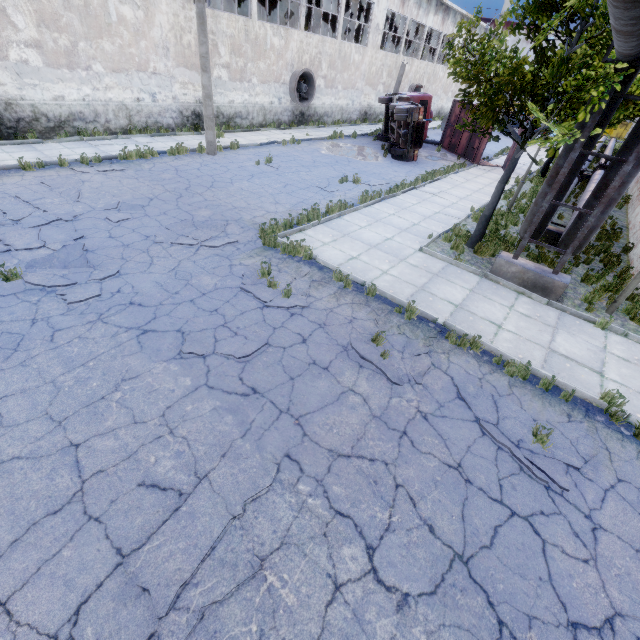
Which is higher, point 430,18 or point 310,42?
point 430,18

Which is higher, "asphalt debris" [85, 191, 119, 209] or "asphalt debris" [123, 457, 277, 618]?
"asphalt debris" [85, 191, 119, 209]

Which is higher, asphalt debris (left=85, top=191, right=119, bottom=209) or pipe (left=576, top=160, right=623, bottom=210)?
pipe (left=576, top=160, right=623, bottom=210)

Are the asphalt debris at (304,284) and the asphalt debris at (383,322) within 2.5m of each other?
yes

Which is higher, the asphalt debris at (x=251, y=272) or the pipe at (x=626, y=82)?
the pipe at (x=626, y=82)

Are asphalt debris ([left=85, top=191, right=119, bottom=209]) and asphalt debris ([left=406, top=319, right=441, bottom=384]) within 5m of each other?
no

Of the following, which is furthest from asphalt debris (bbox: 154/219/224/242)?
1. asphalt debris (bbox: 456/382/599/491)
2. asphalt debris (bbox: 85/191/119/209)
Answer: asphalt debris (bbox: 456/382/599/491)

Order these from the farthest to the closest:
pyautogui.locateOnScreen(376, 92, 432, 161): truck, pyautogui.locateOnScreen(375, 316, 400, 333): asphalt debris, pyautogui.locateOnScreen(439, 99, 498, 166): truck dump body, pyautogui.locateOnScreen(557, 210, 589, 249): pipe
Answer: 1. pyautogui.locateOnScreen(439, 99, 498, 166): truck dump body
2. pyautogui.locateOnScreen(376, 92, 432, 161): truck
3. pyautogui.locateOnScreen(557, 210, 589, 249): pipe
4. pyautogui.locateOnScreen(375, 316, 400, 333): asphalt debris
